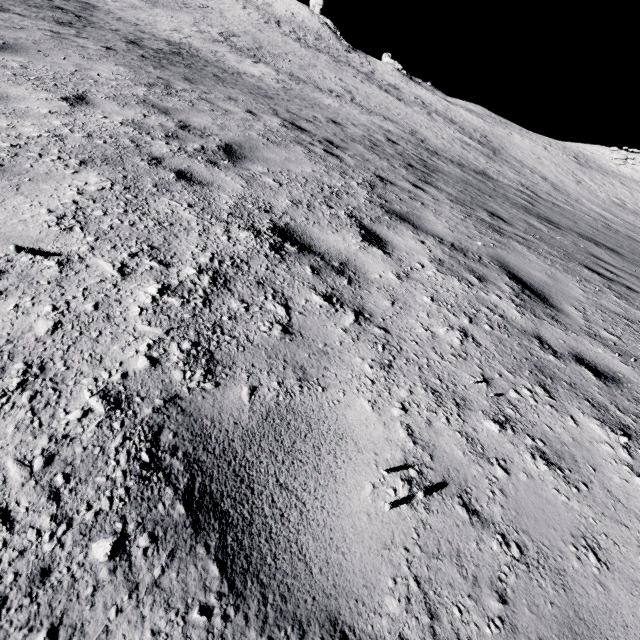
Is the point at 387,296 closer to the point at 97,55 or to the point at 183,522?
the point at 183,522
